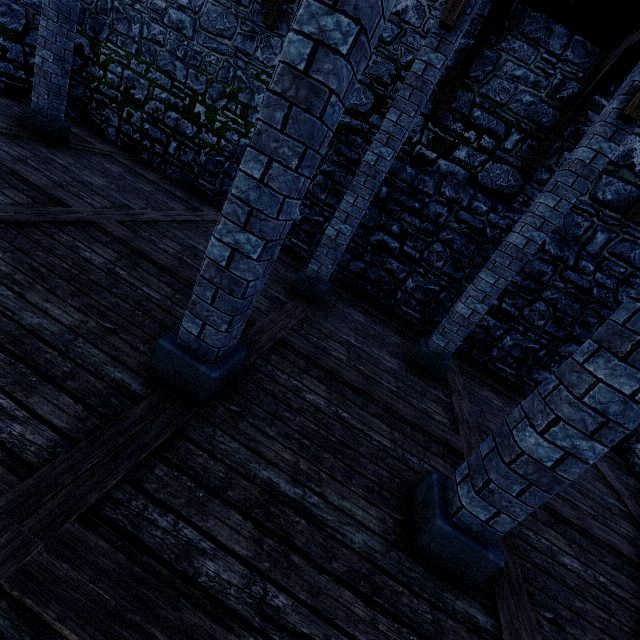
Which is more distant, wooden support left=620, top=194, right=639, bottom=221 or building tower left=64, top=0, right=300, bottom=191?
building tower left=64, top=0, right=300, bottom=191

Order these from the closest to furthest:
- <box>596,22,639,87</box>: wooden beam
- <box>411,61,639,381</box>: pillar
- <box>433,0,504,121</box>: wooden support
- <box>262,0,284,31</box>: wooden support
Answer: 1. <box>411,61,639,381</box>: pillar
2. <box>596,22,639,87</box>: wooden beam
3. <box>433,0,504,121</box>: wooden support
4. <box>262,0,284,31</box>: wooden support

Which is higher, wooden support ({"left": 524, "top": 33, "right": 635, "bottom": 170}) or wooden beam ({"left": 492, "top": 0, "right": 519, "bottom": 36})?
wooden beam ({"left": 492, "top": 0, "right": 519, "bottom": 36})

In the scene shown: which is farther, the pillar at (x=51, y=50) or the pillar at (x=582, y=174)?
the pillar at (x=51, y=50)

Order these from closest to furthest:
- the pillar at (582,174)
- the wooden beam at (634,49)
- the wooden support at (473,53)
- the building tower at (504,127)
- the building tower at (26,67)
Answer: the pillar at (582,174) < the wooden beam at (634,49) < the wooden support at (473,53) < the building tower at (504,127) < the building tower at (26,67)

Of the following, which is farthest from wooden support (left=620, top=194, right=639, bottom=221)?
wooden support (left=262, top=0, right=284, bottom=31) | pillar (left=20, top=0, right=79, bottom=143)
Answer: pillar (left=20, top=0, right=79, bottom=143)

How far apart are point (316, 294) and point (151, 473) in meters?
3.9

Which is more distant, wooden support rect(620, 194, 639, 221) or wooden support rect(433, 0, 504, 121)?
wooden support rect(620, 194, 639, 221)
